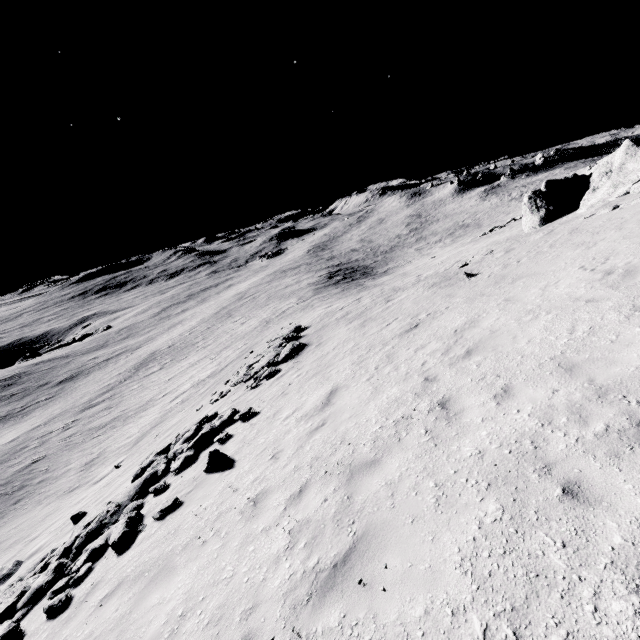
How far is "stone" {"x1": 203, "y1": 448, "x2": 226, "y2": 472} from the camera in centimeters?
903cm

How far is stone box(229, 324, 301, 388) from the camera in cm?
1635

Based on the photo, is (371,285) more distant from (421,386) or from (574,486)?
(574,486)

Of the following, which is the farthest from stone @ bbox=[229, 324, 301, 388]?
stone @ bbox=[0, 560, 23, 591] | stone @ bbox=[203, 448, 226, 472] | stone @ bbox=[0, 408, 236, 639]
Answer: stone @ bbox=[0, 560, 23, 591]

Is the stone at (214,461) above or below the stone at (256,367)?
above

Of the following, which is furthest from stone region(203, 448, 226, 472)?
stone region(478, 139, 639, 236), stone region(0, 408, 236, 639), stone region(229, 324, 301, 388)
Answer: stone region(478, 139, 639, 236)

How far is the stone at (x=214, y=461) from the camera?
9.0m

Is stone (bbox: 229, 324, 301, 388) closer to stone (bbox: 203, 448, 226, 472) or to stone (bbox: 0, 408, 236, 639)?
stone (bbox: 0, 408, 236, 639)
